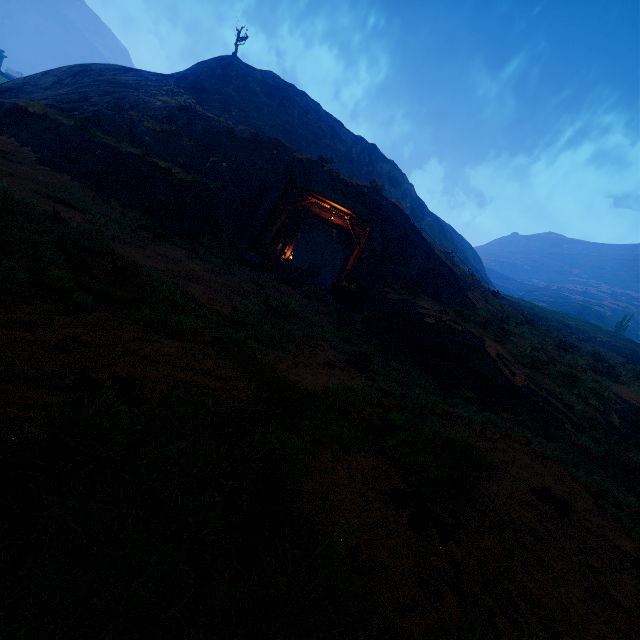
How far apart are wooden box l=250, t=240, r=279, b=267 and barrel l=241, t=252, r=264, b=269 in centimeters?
2cm

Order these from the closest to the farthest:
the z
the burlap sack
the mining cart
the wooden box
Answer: the z, the mining cart, the wooden box, the burlap sack

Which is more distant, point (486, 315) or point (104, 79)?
point (104, 79)

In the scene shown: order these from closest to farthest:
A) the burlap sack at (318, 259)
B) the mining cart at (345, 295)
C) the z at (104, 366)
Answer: the z at (104, 366), the mining cart at (345, 295), the burlap sack at (318, 259)

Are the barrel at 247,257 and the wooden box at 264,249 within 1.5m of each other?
yes

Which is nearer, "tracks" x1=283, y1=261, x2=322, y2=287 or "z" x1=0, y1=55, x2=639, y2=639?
"z" x1=0, y1=55, x2=639, y2=639

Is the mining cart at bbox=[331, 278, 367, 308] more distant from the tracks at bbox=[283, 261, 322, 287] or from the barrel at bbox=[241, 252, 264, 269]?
the barrel at bbox=[241, 252, 264, 269]

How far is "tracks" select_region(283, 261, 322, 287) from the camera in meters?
15.6
